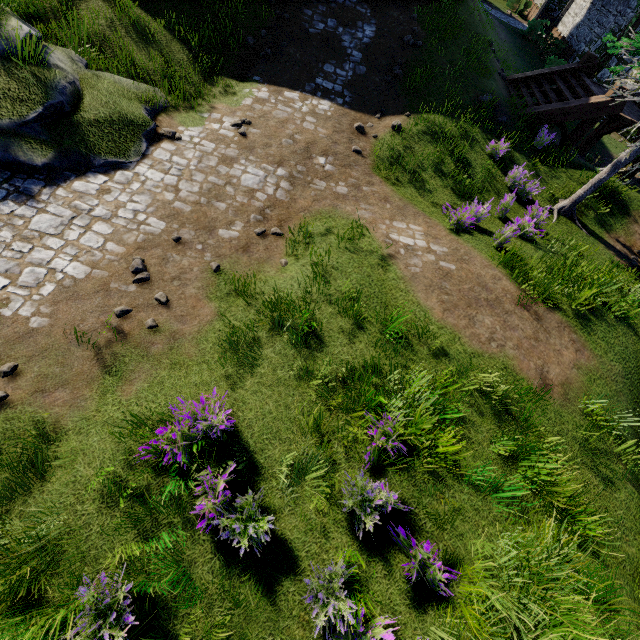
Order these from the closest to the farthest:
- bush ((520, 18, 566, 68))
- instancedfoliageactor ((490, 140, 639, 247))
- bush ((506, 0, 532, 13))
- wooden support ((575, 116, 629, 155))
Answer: instancedfoliageactor ((490, 140, 639, 247))
wooden support ((575, 116, 629, 155))
bush ((520, 18, 566, 68))
bush ((506, 0, 532, 13))

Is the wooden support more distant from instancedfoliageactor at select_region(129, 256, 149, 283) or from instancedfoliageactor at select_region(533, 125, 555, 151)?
instancedfoliageactor at select_region(129, 256, 149, 283)

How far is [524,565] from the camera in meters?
3.5

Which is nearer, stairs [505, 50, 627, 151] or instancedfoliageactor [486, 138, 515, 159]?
instancedfoliageactor [486, 138, 515, 159]

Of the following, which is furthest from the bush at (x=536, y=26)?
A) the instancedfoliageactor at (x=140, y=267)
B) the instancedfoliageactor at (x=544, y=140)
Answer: the instancedfoliageactor at (x=140, y=267)

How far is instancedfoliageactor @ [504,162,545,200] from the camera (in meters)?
9.09

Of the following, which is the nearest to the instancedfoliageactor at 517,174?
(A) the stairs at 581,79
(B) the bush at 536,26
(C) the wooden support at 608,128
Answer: (A) the stairs at 581,79
